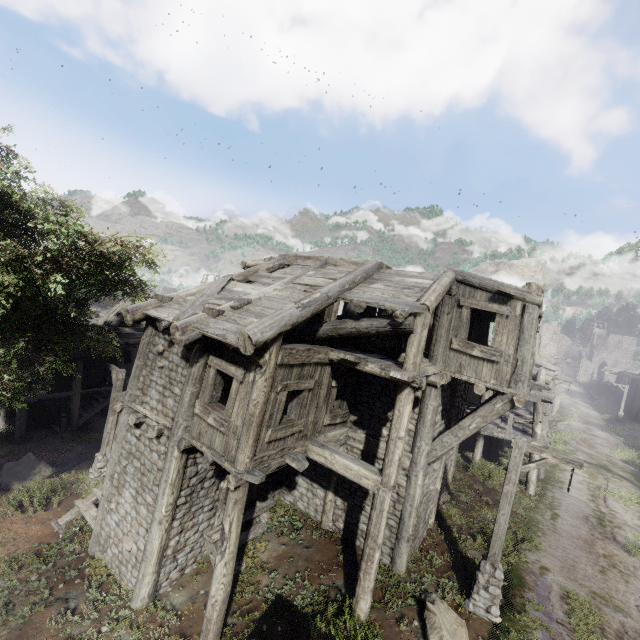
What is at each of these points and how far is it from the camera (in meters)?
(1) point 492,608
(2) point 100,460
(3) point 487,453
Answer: (1) wooden lamp post, 8.43
(2) wooden lamp post, 13.00
(3) building, 18.52

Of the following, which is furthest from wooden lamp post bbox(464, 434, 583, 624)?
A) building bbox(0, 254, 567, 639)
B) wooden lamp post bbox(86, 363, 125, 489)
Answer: wooden lamp post bbox(86, 363, 125, 489)

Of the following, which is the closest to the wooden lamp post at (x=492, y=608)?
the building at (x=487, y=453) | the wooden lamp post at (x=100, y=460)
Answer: the building at (x=487, y=453)

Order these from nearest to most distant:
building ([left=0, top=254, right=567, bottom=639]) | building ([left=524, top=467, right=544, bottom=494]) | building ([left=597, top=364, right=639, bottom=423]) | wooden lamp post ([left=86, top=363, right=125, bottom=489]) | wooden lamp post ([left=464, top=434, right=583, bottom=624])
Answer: building ([left=0, top=254, right=567, bottom=639]) < wooden lamp post ([left=464, top=434, right=583, bottom=624]) < wooden lamp post ([left=86, top=363, right=125, bottom=489]) < building ([left=524, top=467, right=544, bottom=494]) < building ([left=597, top=364, right=639, bottom=423])

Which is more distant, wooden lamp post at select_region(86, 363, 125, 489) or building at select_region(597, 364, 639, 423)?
building at select_region(597, 364, 639, 423)

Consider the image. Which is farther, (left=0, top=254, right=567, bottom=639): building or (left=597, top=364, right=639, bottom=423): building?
(left=597, top=364, right=639, bottom=423): building

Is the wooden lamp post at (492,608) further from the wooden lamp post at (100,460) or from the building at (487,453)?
the wooden lamp post at (100,460)

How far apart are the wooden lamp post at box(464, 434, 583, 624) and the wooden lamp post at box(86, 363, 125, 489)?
13.2m
